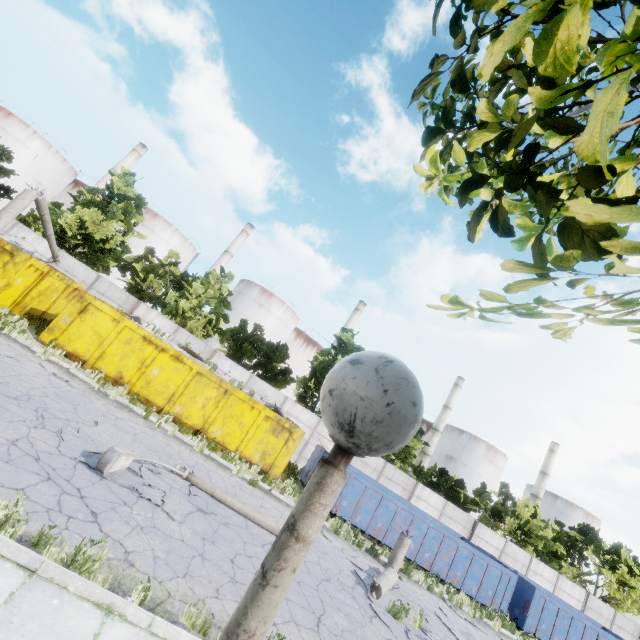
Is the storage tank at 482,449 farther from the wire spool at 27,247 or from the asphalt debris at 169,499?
the wire spool at 27,247

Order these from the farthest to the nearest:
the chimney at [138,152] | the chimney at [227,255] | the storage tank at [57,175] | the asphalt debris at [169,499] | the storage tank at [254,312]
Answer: the chimney at [227,255]
the storage tank at [254,312]
the chimney at [138,152]
the storage tank at [57,175]
the asphalt debris at [169,499]

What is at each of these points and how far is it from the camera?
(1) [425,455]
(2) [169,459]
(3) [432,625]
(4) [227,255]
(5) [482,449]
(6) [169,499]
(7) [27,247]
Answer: (1) chimney, 57.4 meters
(2) asphalt debris, 9.6 meters
(3) asphalt debris, 9.9 meters
(4) chimney, 53.4 meters
(5) storage tank, 59.1 meters
(6) asphalt debris, 7.4 meters
(7) wire spool, 14.6 meters

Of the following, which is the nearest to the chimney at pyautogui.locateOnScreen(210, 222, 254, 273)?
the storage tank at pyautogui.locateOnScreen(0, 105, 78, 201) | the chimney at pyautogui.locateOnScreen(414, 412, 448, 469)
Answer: the storage tank at pyautogui.locateOnScreen(0, 105, 78, 201)

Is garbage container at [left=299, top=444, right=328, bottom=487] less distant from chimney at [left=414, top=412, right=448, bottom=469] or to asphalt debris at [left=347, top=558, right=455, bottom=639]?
asphalt debris at [left=347, top=558, right=455, bottom=639]

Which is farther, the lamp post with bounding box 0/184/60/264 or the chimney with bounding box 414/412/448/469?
the chimney with bounding box 414/412/448/469

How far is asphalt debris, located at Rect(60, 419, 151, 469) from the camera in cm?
689

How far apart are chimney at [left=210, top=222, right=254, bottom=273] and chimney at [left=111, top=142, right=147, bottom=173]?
18.5m
